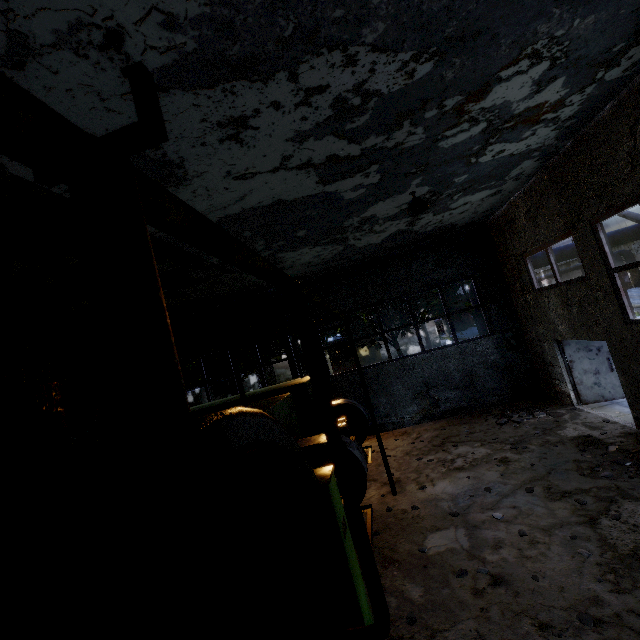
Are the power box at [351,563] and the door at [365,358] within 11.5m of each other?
no

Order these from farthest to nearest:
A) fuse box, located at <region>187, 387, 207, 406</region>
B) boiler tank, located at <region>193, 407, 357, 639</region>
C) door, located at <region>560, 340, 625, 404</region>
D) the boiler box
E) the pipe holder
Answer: fuse box, located at <region>187, 387, 207, 406</region>
the boiler box
door, located at <region>560, 340, 625, 404</region>
boiler tank, located at <region>193, 407, 357, 639</region>
the pipe holder

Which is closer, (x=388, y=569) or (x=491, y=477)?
(x=388, y=569)

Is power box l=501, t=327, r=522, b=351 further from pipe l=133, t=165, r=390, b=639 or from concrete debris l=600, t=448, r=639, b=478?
concrete debris l=600, t=448, r=639, b=478

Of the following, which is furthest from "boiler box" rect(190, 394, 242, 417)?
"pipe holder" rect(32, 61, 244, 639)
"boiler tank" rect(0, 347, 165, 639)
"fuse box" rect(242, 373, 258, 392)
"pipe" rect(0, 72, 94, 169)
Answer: "fuse box" rect(242, 373, 258, 392)

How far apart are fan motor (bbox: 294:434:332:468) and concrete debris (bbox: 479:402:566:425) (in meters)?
5.11

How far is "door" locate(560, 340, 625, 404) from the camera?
9.8m

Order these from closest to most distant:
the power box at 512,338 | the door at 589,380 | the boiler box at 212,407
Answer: the door at 589,380 < the boiler box at 212,407 < the power box at 512,338
